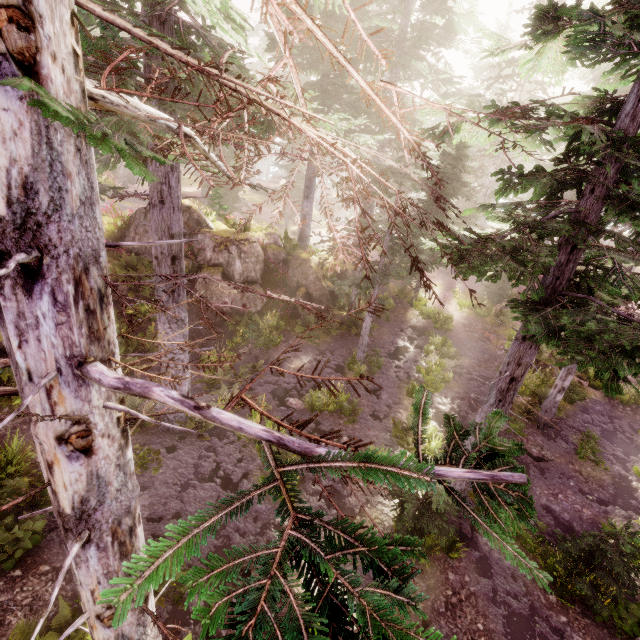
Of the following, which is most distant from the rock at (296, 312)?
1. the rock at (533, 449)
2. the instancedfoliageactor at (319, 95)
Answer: the rock at (533, 449)

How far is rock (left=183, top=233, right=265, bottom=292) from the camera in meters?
17.0

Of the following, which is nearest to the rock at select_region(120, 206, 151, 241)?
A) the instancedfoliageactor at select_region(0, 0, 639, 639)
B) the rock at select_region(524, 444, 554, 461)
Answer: the instancedfoliageactor at select_region(0, 0, 639, 639)

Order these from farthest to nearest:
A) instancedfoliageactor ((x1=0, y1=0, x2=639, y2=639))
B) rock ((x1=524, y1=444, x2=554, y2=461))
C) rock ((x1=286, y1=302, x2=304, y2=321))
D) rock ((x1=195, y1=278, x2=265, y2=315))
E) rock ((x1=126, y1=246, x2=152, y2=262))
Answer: rock ((x1=286, y1=302, x2=304, y2=321)) → rock ((x1=195, y1=278, x2=265, y2=315)) → rock ((x1=126, y1=246, x2=152, y2=262)) → rock ((x1=524, y1=444, x2=554, y2=461)) → instancedfoliageactor ((x1=0, y1=0, x2=639, y2=639))

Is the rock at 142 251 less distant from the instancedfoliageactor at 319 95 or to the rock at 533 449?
the instancedfoliageactor at 319 95

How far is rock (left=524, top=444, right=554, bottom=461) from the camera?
12.2m

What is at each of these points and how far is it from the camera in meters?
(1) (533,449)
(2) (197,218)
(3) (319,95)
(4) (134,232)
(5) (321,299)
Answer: (1) rock, 12.5
(2) rock, 17.7
(3) instancedfoliageactor, 18.3
(4) rock, 16.7
(5) rock, 18.9

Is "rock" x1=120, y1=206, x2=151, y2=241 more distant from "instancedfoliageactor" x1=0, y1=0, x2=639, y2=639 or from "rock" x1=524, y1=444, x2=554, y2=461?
"rock" x1=524, y1=444, x2=554, y2=461
